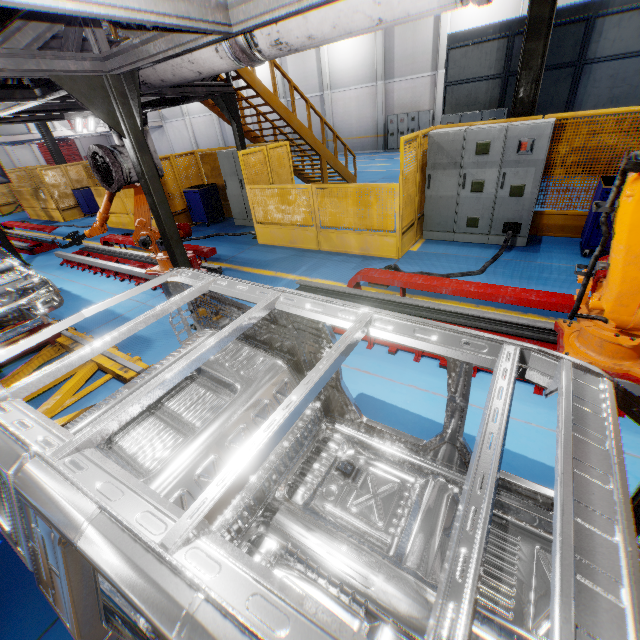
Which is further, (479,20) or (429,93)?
(429,93)

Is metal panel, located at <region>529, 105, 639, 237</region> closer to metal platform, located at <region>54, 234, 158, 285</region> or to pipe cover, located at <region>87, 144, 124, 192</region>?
metal platform, located at <region>54, 234, 158, 285</region>

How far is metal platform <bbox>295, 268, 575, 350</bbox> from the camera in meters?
3.8 m

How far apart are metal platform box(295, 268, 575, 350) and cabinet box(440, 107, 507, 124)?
9.7m

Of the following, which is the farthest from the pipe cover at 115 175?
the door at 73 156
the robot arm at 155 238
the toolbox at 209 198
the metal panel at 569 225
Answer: the door at 73 156

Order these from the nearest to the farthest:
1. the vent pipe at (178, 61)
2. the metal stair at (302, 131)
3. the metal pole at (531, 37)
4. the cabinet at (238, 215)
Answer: the vent pipe at (178, 61) → the metal pole at (531, 37) → the metal stair at (302, 131) → the cabinet at (238, 215)

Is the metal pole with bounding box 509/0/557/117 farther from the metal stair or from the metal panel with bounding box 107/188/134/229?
the metal stair

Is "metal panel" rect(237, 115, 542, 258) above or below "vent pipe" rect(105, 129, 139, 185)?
below
